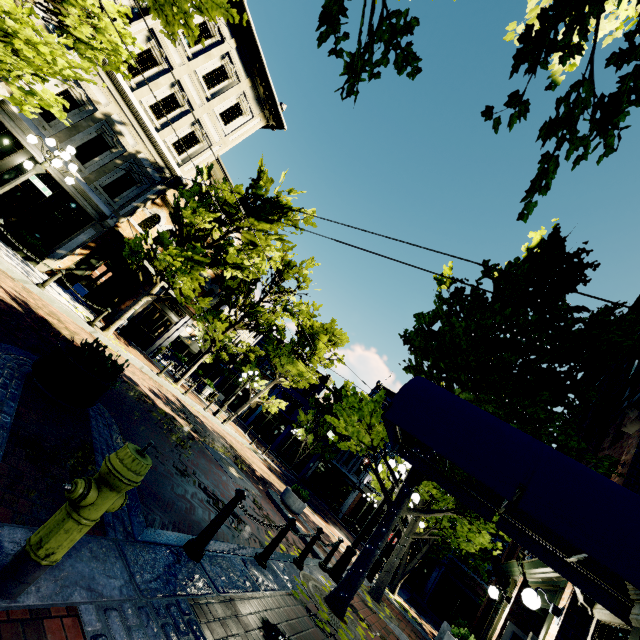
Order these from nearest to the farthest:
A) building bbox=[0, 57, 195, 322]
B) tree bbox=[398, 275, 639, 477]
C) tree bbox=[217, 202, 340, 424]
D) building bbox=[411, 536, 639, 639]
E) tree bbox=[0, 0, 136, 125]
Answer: building bbox=[411, 536, 639, 639] < tree bbox=[398, 275, 639, 477] < tree bbox=[0, 0, 136, 125] < building bbox=[0, 57, 195, 322] < tree bbox=[217, 202, 340, 424]

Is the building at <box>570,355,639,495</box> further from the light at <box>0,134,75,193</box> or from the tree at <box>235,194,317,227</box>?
the light at <box>0,134,75,193</box>

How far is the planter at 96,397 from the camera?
4.4m

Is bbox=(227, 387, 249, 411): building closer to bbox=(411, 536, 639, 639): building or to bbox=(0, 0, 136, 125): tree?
bbox=(0, 0, 136, 125): tree

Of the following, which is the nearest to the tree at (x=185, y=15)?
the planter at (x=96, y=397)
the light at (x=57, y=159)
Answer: the light at (x=57, y=159)

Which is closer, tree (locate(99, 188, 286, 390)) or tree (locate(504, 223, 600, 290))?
tree (locate(504, 223, 600, 290))

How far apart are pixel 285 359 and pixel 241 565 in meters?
16.3
